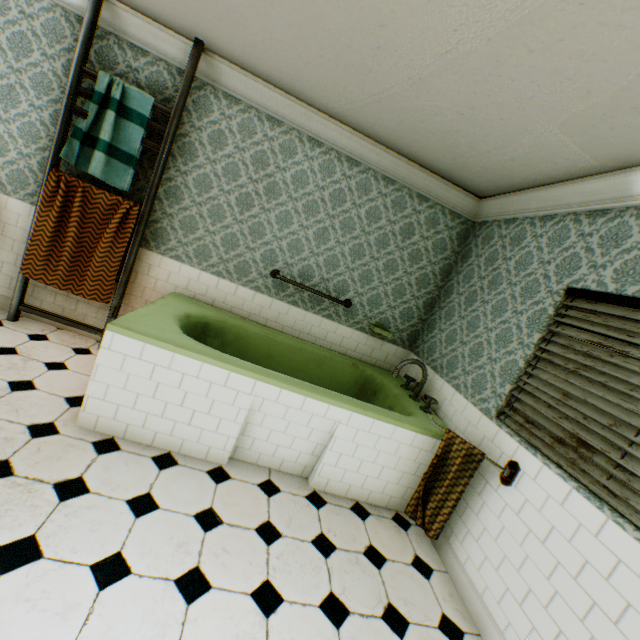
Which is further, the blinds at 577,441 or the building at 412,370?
the building at 412,370

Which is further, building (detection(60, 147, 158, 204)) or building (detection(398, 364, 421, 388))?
building (detection(398, 364, 421, 388))

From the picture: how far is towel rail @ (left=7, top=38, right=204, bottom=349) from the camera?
3.0 meters

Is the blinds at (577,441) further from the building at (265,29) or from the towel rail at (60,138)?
the towel rail at (60,138)

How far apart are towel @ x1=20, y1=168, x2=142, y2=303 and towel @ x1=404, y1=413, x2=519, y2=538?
3.3m

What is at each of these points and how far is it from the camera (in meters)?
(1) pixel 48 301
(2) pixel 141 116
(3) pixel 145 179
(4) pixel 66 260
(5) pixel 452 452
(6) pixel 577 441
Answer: (1) building, 3.47
(2) towel, 3.02
(3) building, 3.33
(4) towel, 3.18
(5) towel, 2.52
(6) blinds, 2.02

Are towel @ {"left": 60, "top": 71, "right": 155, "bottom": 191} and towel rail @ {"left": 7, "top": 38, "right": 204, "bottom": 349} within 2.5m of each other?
yes

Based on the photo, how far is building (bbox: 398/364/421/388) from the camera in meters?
3.8
